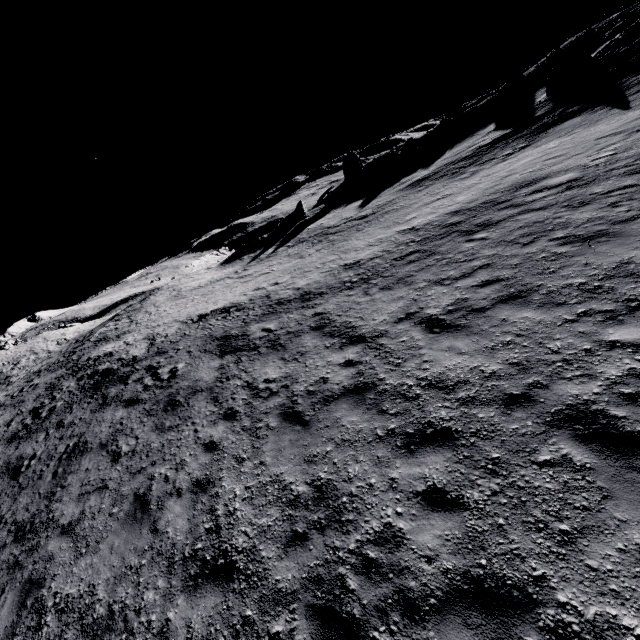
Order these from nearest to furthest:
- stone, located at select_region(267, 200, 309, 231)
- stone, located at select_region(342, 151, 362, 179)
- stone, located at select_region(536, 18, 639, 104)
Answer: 1. stone, located at select_region(536, 18, 639, 104)
2. stone, located at select_region(267, 200, 309, 231)
3. stone, located at select_region(342, 151, 362, 179)

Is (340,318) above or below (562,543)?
above

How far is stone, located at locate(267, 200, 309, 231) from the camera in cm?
4084

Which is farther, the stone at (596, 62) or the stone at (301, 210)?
the stone at (301, 210)

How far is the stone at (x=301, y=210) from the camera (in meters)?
40.84

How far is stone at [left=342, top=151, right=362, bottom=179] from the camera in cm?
4856

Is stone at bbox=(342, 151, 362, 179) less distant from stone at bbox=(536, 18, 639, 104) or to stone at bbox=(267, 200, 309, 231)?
stone at bbox=(267, 200, 309, 231)
